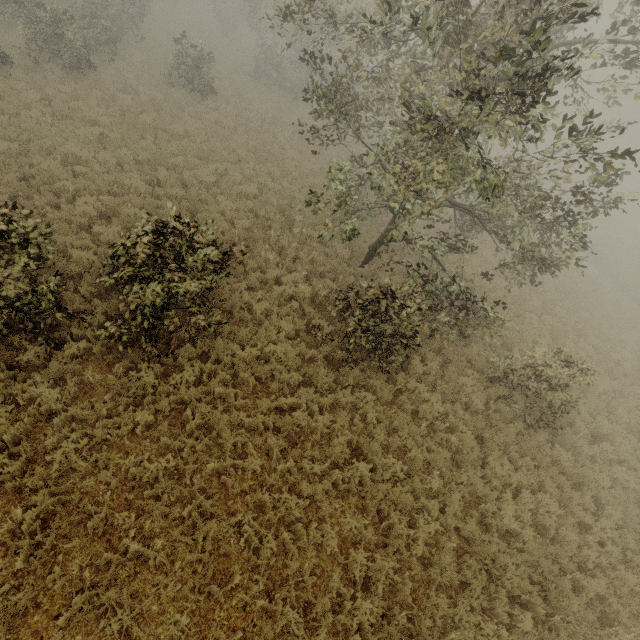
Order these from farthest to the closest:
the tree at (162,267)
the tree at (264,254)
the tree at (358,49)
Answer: the tree at (264,254), the tree at (162,267), the tree at (358,49)

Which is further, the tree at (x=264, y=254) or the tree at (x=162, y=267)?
the tree at (x=264, y=254)

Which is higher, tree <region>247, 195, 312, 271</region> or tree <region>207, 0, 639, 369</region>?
tree <region>207, 0, 639, 369</region>

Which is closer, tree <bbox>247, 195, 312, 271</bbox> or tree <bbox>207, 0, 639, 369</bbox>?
tree <bbox>207, 0, 639, 369</bbox>

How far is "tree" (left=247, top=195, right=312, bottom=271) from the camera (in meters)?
10.89

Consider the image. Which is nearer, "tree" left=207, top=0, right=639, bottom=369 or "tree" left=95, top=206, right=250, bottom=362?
"tree" left=207, top=0, right=639, bottom=369

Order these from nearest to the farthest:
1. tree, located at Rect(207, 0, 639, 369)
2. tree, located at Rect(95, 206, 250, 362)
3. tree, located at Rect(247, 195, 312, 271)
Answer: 1. tree, located at Rect(207, 0, 639, 369)
2. tree, located at Rect(95, 206, 250, 362)
3. tree, located at Rect(247, 195, 312, 271)

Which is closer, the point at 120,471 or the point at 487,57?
the point at 120,471
